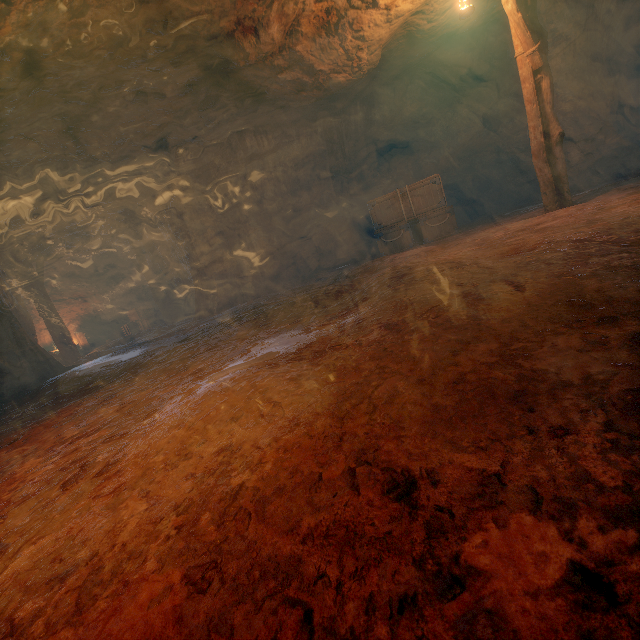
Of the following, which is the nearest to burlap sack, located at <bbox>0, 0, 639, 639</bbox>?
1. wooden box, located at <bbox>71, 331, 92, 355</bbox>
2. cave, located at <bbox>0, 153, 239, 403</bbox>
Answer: cave, located at <bbox>0, 153, 239, 403</bbox>

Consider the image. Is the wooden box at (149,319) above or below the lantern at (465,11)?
below

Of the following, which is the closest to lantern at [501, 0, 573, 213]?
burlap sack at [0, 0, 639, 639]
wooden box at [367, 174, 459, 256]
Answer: burlap sack at [0, 0, 639, 639]

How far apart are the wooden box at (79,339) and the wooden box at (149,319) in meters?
1.6 m

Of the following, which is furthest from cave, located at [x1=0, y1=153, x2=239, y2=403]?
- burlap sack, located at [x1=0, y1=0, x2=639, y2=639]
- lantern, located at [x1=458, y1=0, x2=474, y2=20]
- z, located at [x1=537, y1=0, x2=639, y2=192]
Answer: z, located at [x1=537, y1=0, x2=639, y2=192]

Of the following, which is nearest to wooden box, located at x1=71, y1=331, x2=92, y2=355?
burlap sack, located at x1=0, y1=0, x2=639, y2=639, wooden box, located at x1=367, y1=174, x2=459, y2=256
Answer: burlap sack, located at x1=0, y1=0, x2=639, y2=639

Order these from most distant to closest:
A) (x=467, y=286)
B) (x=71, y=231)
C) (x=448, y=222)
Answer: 1. (x=71, y=231)
2. (x=448, y=222)
3. (x=467, y=286)

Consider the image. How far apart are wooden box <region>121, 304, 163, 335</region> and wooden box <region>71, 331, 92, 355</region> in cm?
157
